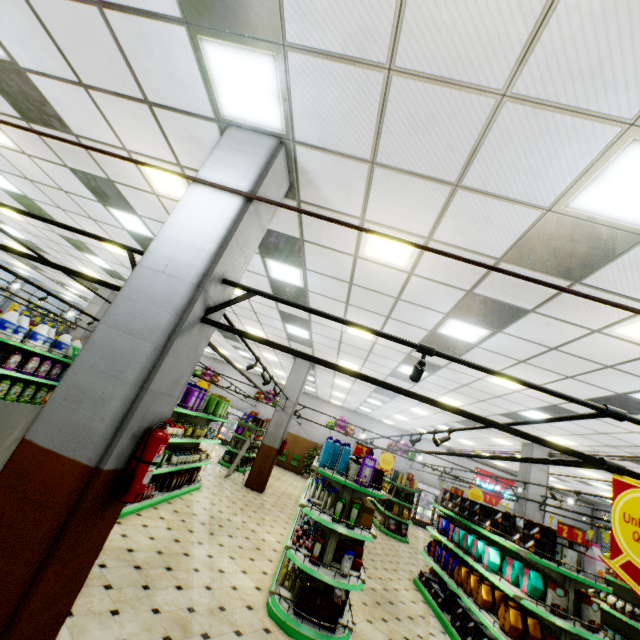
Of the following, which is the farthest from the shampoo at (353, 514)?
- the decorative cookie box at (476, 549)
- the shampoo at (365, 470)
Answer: the decorative cookie box at (476, 549)

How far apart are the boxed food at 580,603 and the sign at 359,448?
3.34m

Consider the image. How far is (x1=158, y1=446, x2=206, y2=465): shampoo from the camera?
6.42m

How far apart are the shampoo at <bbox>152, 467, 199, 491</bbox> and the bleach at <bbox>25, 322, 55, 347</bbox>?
4.2 meters

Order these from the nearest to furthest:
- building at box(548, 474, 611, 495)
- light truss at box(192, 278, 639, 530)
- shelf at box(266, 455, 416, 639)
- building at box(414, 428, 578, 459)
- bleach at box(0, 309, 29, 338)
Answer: light truss at box(192, 278, 639, 530)
shelf at box(266, 455, 416, 639)
bleach at box(0, 309, 29, 338)
building at box(414, 428, 578, 459)
building at box(548, 474, 611, 495)

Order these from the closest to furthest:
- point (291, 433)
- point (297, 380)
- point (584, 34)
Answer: point (584, 34)
point (297, 380)
point (291, 433)

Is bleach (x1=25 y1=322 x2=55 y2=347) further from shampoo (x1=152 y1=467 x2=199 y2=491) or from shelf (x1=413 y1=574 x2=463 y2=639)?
shelf (x1=413 y1=574 x2=463 y2=639)

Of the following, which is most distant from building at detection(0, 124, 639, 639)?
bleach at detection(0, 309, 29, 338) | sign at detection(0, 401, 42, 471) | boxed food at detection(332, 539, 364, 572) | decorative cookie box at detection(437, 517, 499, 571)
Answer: bleach at detection(0, 309, 29, 338)
